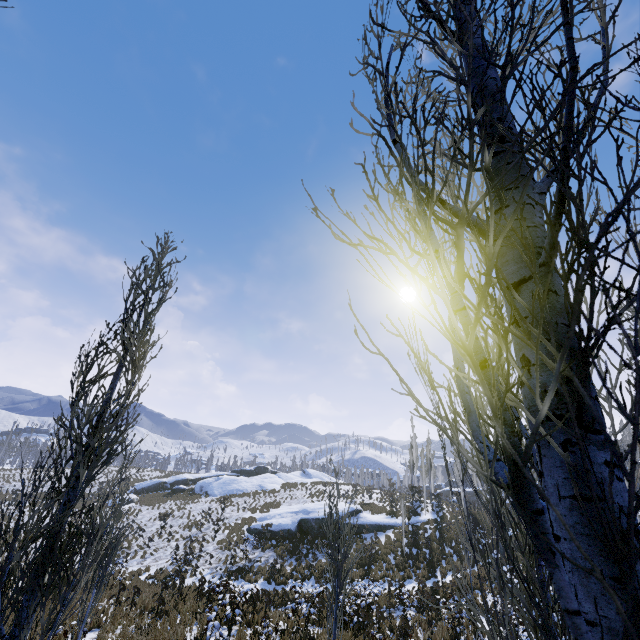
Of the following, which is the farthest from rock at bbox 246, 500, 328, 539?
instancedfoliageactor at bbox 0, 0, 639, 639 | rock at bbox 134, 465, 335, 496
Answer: rock at bbox 134, 465, 335, 496

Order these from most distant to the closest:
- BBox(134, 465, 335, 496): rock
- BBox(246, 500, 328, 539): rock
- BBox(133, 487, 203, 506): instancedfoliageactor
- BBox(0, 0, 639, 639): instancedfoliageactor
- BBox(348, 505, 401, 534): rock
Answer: BBox(134, 465, 335, 496): rock
BBox(133, 487, 203, 506): instancedfoliageactor
BBox(348, 505, 401, 534): rock
BBox(246, 500, 328, 539): rock
BBox(0, 0, 639, 639): instancedfoliageactor

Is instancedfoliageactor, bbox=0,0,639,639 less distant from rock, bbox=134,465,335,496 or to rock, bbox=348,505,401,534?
rock, bbox=348,505,401,534

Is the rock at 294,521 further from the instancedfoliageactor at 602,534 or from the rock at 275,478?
the rock at 275,478

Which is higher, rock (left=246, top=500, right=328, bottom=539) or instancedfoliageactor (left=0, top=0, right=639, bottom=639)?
instancedfoliageactor (left=0, top=0, right=639, bottom=639)

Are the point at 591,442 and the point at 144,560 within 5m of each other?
no

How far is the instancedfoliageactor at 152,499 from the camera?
35.50m
